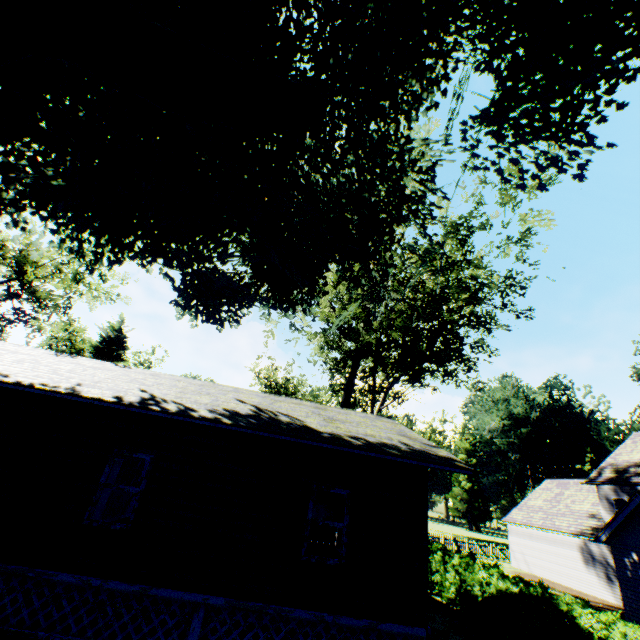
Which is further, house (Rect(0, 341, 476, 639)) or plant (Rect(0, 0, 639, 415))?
house (Rect(0, 341, 476, 639))

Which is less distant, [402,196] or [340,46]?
[402,196]

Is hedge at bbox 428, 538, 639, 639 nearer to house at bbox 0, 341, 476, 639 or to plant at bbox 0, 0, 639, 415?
plant at bbox 0, 0, 639, 415

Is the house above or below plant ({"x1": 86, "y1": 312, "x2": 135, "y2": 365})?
below

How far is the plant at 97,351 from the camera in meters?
32.2 m

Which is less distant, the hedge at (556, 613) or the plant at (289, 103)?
the plant at (289, 103)

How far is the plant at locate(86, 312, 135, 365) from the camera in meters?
32.2

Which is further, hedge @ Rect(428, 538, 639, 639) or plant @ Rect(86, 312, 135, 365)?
plant @ Rect(86, 312, 135, 365)
